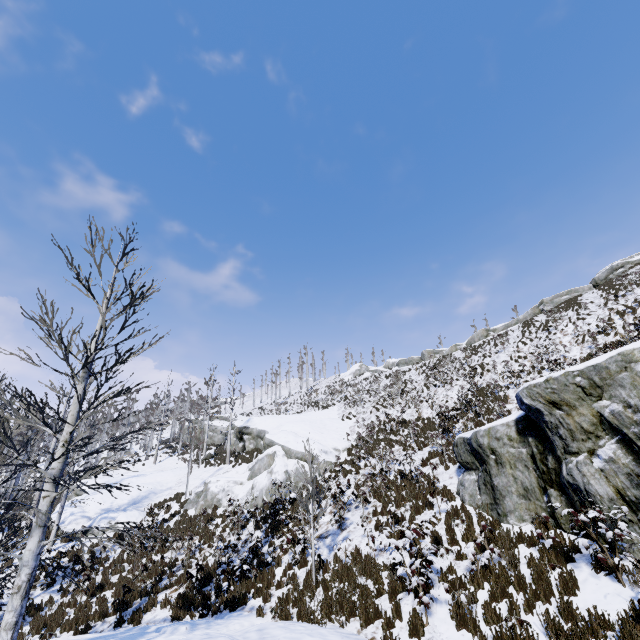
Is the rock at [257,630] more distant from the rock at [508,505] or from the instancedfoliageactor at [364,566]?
the rock at [508,505]

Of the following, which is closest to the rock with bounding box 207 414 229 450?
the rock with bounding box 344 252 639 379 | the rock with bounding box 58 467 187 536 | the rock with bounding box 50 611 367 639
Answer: the rock with bounding box 58 467 187 536

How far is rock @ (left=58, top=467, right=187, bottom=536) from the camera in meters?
19.3

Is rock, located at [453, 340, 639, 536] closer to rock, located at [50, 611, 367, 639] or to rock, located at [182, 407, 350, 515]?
rock, located at [50, 611, 367, 639]

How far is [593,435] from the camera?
7.3m

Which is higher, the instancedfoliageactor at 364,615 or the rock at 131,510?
the rock at 131,510

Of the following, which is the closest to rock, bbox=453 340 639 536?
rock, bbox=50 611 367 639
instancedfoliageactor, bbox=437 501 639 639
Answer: instancedfoliageactor, bbox=437 501 639 639

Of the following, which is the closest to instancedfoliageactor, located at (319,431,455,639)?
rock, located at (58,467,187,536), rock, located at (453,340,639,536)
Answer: rock, located at (453,340,639,536)
